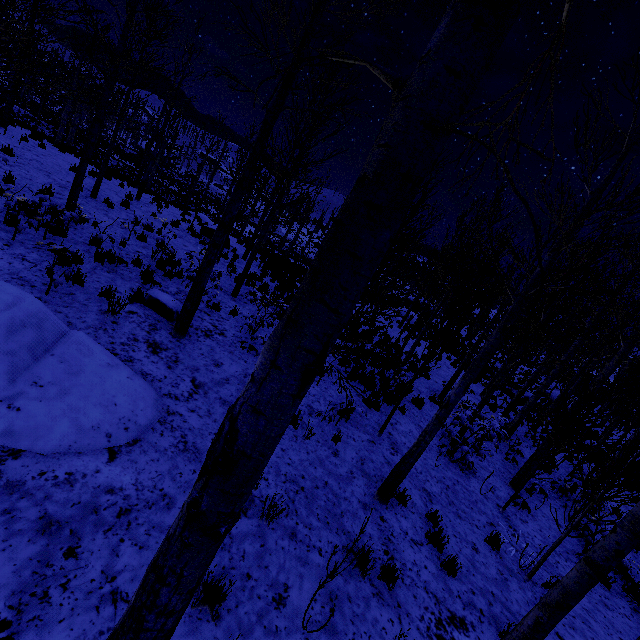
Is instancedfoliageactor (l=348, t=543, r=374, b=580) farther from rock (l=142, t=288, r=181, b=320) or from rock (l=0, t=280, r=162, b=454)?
rock (l=0, t=280, r=162, b=454)

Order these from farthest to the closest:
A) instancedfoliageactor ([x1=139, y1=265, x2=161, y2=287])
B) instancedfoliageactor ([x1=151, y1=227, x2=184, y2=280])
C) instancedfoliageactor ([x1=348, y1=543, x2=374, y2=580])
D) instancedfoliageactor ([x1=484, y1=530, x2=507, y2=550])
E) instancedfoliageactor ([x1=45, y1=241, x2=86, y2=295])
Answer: instancedfoliageactor ([x1=151, y1=227, x2=184, y2=280])
instancedfoliageactor ([x1=139, y1=265, x2=161, y2=287])
instancedfoliageactor ([x1=484, y1=530, x2=507, y2=550])
instancedfoliageactor ([x1=45, y1=241, x2=86, y2=295])
instancedfoliageactor ([x1=348, y1=543, x2=374, y2=580])

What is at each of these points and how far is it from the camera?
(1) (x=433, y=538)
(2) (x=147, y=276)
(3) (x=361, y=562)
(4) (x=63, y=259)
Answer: (1) instancedfoliageactor, 5.2m
(2) instancedfoliageactor, 8.2m
(3) instancedfoliageactor, 4.3m
(4) instancedfoliageactor, 7.0m

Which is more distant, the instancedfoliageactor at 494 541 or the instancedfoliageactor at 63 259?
the instancedfoliageactor at 494 541

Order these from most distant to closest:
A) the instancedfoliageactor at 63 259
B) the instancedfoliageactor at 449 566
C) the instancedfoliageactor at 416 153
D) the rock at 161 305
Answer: the rock at 161 305 → the instancedfoliageactor at 63 259 → the instancedfoliageactor at 449 566 → the instancedfoliageactor at 416 153

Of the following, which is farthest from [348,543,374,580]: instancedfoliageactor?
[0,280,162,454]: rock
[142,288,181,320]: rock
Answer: [0,280,162,454]: rock
